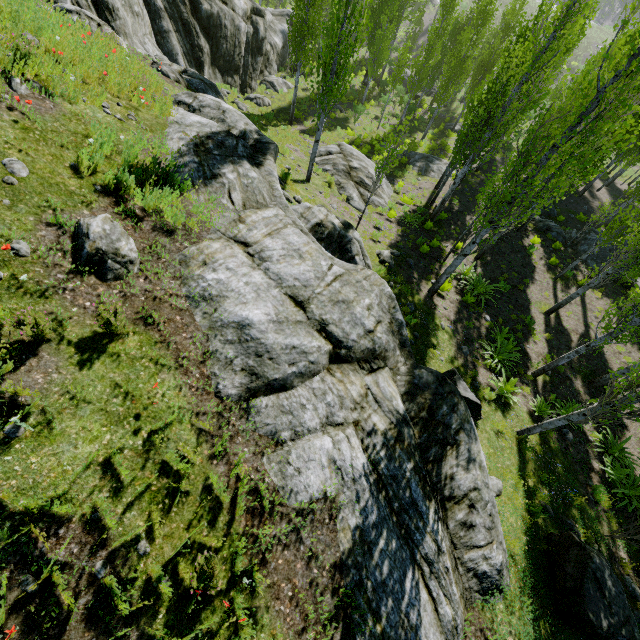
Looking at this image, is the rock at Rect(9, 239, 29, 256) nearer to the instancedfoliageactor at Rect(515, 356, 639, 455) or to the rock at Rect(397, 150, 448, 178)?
the instancedfoliageactor at Rect(515, 356, 639, 455)

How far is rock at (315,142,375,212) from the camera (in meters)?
15.98

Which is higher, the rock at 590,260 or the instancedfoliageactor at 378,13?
the instancedfoliageactor at 378,13

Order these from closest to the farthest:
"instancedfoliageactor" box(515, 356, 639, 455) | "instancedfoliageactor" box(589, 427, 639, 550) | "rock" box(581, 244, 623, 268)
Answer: "instancedfoliageactor" box(515, 356, 639, 455) → "instancedfoliageactor" box(589, 427, 639, 550) → "rock" box(581, 244, 623, 268)

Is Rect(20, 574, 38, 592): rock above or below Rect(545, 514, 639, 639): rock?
above

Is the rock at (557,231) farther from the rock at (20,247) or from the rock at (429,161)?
the rock at (20,247)

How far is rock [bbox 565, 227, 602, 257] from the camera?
18.83m

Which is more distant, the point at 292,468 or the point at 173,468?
the point at 292,468
